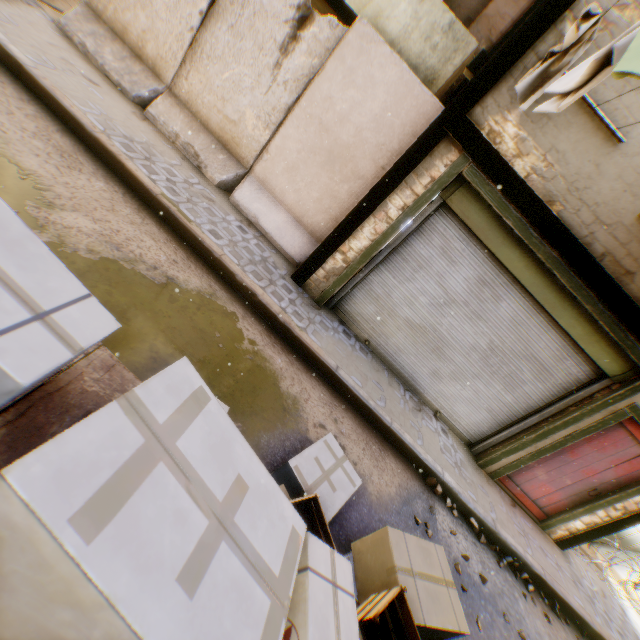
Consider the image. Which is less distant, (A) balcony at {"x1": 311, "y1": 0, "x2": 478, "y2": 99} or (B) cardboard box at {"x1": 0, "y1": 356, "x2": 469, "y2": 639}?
(B) cardboard box at {"x1": 0, "y1": 356, "x2": 469, "y2": 639}

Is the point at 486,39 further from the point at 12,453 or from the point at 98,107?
the point at 12,453

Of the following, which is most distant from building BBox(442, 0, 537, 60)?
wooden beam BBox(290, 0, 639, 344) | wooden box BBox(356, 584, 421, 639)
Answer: wooden box BBox(356, 584, 421, 639)

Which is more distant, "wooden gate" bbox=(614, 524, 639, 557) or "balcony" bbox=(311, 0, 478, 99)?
"wooden gate" bbox=(614, 524, 639, 557)

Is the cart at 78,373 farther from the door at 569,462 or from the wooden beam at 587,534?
the door at 569,462

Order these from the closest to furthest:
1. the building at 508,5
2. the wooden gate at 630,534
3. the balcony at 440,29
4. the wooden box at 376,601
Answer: the wooden box at 376,601 < the balcony at 440,29 < the building at 508,5 < the wooden gate at 630,534

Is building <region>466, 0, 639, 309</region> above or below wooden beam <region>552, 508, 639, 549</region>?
above

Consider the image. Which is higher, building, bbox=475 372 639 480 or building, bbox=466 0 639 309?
building, bbox=466 0 639 309
